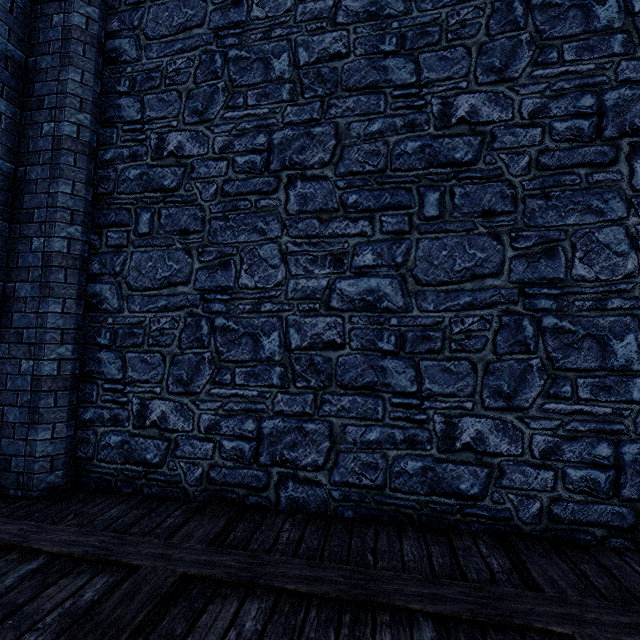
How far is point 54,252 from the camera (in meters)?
3.91
